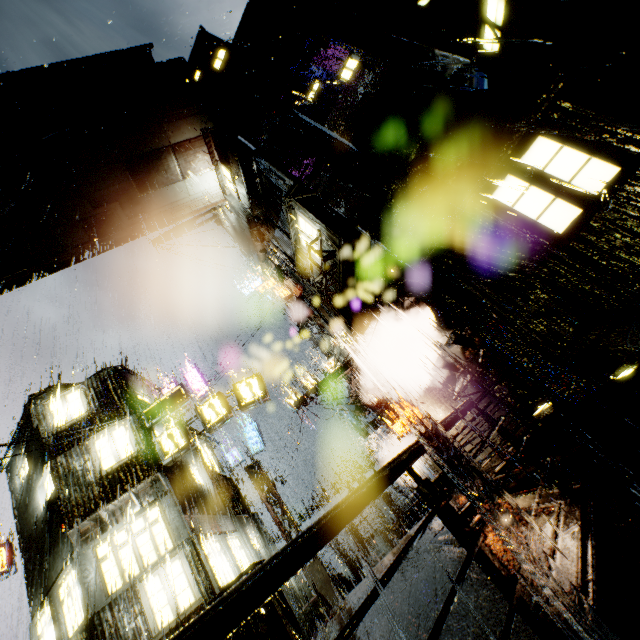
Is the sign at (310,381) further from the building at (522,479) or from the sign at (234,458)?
the sign at (234,458)

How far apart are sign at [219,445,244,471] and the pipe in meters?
9.7 m

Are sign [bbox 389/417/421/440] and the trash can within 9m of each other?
no

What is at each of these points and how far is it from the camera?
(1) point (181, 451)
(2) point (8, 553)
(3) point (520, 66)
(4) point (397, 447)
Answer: (1) sign, 14.05m
(2) sign, 18.05m
(3) building, 8.99m
(4) building, 23.84m

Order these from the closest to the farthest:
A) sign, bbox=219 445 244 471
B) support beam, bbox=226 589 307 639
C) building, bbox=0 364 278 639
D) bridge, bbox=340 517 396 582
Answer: support beam, bbox=226 589 307 639 → building, bbox=0 364 278 639 → bridge, bbox=340 517 396 582 → sign, bbox=219 445 244 471

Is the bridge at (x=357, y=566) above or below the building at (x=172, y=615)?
below

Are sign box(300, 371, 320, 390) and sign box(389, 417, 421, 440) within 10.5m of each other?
yes

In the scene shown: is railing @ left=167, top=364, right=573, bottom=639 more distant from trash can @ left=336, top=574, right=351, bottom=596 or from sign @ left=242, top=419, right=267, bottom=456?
trash can @ left=336, top=574, right=351, bottom=596
